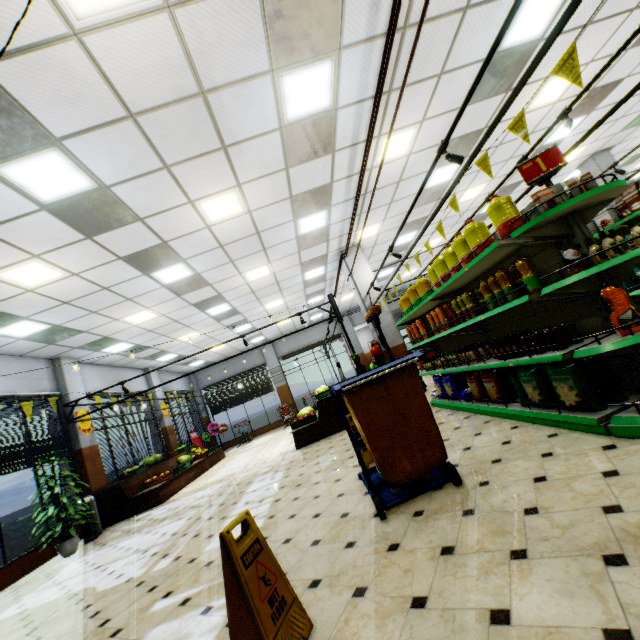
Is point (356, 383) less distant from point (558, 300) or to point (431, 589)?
point (431, 589)

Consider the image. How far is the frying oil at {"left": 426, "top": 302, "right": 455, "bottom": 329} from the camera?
5.17m

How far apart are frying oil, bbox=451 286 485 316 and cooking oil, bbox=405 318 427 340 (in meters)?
1.33

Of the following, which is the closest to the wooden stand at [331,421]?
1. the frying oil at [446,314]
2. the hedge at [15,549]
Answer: the frying oil at [446,314]

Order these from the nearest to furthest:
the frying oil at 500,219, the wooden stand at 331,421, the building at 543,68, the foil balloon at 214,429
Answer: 1. the frying oil at 500,219
2. the building at 543,68
3. the wooden stand at 331,421
4. the foil balloon at 214,429

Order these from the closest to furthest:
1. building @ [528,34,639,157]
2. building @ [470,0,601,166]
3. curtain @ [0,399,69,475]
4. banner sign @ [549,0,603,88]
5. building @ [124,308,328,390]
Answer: banner sign @ [549,0,603,88]
building @ [470,0,601,166]
building @ [528,34,639,157]
curtain @ [0,399,69,475]
building @ [124,308,328,390]

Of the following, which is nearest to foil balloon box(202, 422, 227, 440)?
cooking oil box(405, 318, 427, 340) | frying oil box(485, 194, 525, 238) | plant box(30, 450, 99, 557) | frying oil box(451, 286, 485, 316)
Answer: plant box(30, 450, 99, 557)

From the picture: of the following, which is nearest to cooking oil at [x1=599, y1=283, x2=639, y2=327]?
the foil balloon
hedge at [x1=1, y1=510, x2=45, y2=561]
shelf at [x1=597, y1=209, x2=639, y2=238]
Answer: shelf at [x1=597, y1=209, x2=639, y2=238]
